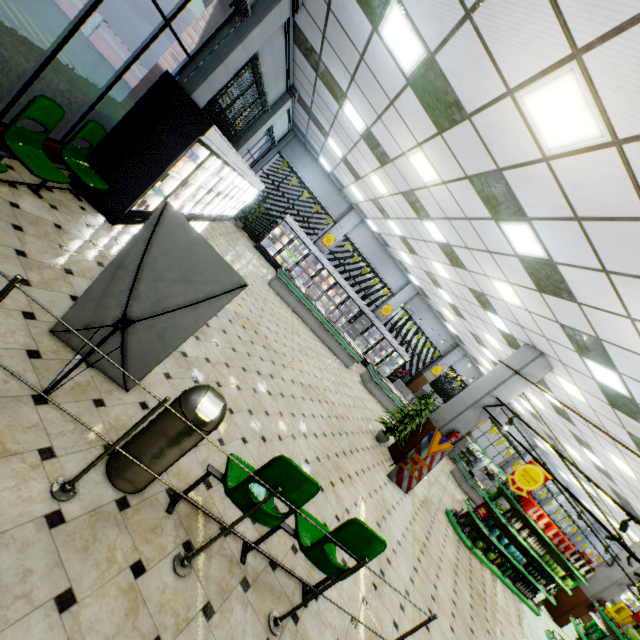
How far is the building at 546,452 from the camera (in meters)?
19.12

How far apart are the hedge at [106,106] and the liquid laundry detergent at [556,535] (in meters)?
14.16

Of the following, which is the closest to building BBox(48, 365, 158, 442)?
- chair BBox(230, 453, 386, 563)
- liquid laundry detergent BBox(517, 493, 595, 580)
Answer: chair BBox(230, 453, 386, 563)

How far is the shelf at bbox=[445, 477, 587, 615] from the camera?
9.2m

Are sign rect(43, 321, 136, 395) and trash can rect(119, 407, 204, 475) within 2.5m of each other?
yes

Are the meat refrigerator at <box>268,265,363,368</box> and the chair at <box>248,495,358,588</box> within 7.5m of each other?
no

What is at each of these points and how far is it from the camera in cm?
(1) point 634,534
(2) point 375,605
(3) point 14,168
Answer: (1) building, 1555
(2) building, 394
(3) building, 411

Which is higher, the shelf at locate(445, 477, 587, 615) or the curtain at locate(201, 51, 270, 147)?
the curtain at locate(201, 51, 270, 147)
